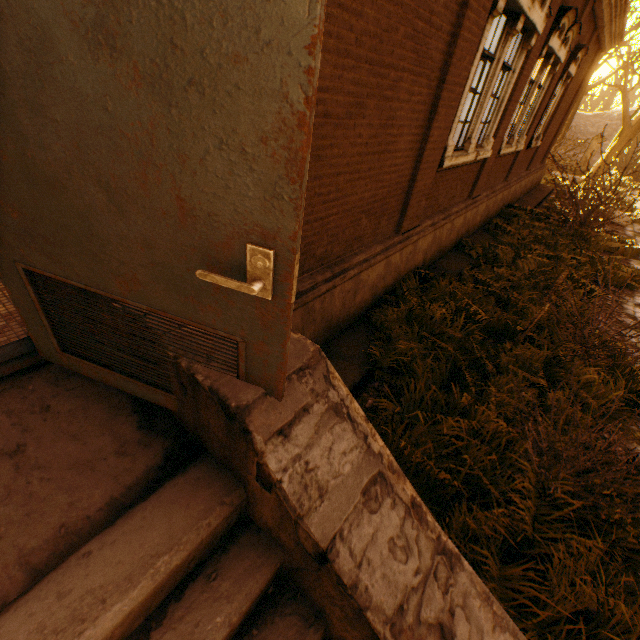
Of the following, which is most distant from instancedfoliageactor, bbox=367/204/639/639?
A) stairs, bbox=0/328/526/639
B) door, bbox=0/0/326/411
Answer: door, bbox=0/0/326/411

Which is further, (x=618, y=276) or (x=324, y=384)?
(x=618, y=276)

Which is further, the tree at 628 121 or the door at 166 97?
the tree at 628 121

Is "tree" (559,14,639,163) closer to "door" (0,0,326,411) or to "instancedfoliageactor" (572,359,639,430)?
"instancedfoliageactor" (572,359,639,430)

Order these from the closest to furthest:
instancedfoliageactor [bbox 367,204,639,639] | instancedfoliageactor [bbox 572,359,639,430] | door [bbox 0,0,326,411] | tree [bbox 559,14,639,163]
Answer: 1. door [bbox 0,0,326,411]
2. instancedfoliageactor [bbox 367,204,639,639]
3. instancedfoliageactor [bbox 572,359,639,430]
4. tree [bbox 559,14,639,163]

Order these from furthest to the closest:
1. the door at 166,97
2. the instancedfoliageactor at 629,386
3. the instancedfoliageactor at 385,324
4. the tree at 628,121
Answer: the tree at 628,121
the instancedfoliageactor at 629,386
the instancedfoliageactor at 385,324
the door at 166,97

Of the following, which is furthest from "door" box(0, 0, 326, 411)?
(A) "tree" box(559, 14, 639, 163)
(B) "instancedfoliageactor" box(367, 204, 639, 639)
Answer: (A) "tree" box(559, 14, 639, 163)

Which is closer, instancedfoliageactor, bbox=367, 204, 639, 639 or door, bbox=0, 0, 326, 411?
door, bbox=0, 0, 326, 411
